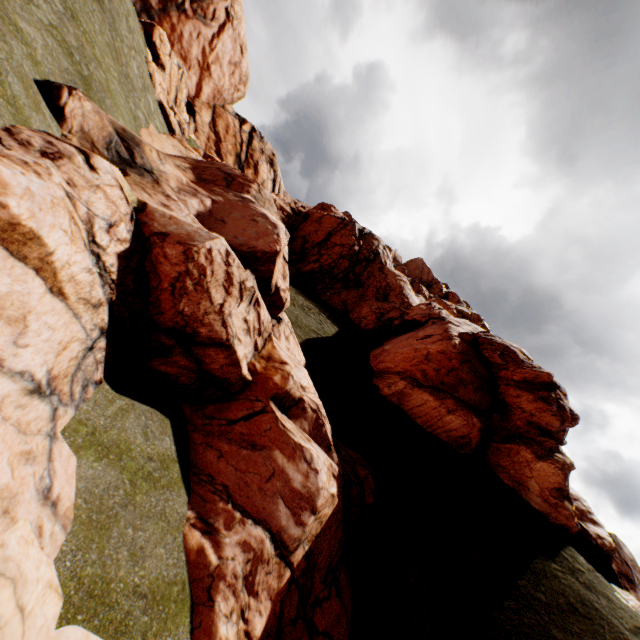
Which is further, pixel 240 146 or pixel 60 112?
pixel 240 146
